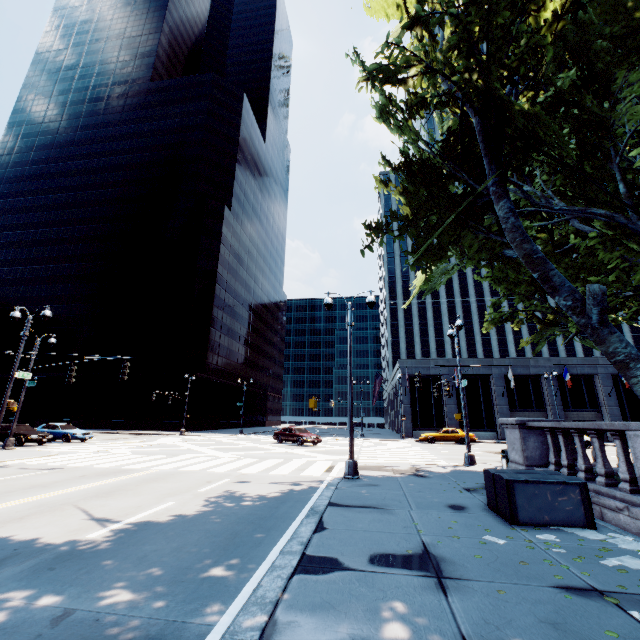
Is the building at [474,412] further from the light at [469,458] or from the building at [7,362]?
the building at [7,362]

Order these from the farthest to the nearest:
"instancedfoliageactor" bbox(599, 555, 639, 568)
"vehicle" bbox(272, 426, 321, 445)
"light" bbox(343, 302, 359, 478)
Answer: "vehicle" bbox(272, 426, 321, 445), "light" bbox(343, 302, 359, 478), "instancedfoliageactor" bbox(599, 555, 639, 568)

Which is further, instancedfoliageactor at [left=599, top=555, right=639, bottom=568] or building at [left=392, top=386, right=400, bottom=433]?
building at [left=392, top=386, right=400, bottom=433]

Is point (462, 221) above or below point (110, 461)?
above

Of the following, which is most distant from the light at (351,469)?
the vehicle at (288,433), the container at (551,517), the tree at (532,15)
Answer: the vehicle at (288,433)

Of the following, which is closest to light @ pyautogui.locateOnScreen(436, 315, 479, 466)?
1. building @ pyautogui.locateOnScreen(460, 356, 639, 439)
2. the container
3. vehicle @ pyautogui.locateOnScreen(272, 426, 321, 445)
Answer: the container

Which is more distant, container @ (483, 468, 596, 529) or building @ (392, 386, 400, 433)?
building @ (392, 386, 400, 433)

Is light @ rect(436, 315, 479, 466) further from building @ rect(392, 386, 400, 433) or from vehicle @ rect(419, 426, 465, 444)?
building @ rect(392, 386, 400, 433)
